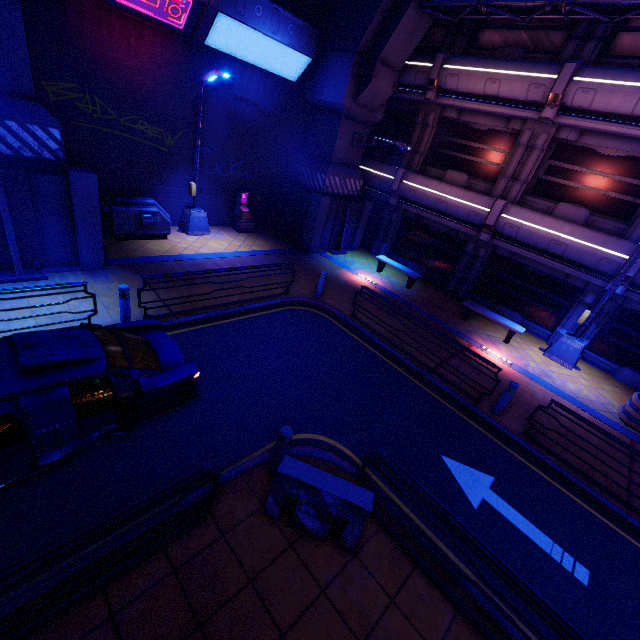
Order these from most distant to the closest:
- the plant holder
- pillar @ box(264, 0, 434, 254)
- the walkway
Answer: pillar @ box(264, 0, 434, 254)
the walkway
the plant holder

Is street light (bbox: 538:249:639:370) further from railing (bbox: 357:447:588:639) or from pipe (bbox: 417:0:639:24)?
railing (bbox: 357:447:588:639)

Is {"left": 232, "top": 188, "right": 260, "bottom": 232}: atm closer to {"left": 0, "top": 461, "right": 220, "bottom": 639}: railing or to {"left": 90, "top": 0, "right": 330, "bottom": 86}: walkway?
{"left": 90, "top": 0, "right": 330, "bottom": 86}: walkway

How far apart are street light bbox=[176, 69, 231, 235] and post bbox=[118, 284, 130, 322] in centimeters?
711cm

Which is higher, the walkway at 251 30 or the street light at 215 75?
the walkway at 251 30

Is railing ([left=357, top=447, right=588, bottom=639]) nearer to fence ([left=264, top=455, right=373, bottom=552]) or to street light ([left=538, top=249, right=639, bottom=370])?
fence ([left=264, top=455, right=373, bottom=552])

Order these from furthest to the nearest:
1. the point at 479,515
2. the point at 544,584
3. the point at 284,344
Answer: the point at 284,344 → the point at 479,515 → the point at 544,584

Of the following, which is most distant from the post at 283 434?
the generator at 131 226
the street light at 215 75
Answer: the street light at 215 75
